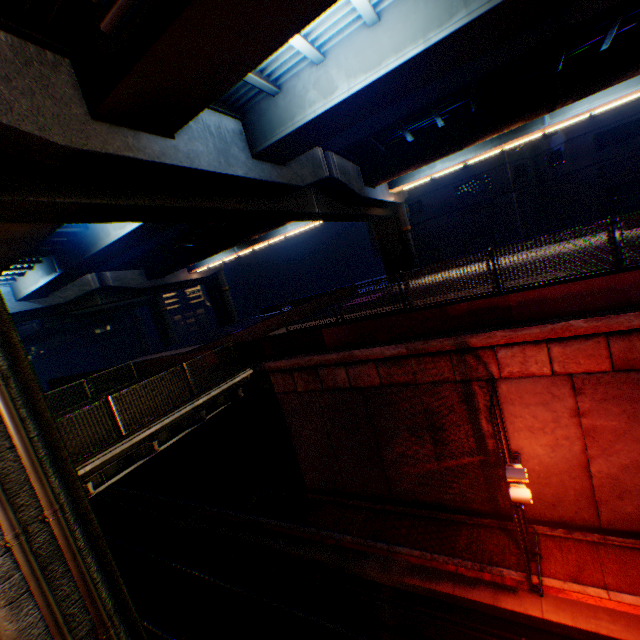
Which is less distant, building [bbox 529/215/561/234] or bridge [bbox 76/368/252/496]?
bridge [bbox 76/368/252/496]

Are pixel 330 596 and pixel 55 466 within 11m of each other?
yes

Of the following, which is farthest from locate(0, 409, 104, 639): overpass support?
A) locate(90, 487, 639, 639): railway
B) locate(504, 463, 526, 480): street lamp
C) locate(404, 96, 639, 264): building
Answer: A: locate(404, 96, 639, 264): building

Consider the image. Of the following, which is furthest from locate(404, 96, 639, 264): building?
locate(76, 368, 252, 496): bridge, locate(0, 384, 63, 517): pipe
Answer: locate(0, 384, 63, 517): pipe

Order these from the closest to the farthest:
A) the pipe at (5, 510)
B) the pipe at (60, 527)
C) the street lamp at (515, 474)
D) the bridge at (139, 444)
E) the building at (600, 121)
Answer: the pipe at (5, 510) < the pipe at (60, 527) < the street lamp at (515, 474) < the bridge at (139, 444) < the building at (600, 121)

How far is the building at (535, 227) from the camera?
34.88m

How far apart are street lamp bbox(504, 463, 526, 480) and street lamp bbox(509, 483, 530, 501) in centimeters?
29cm

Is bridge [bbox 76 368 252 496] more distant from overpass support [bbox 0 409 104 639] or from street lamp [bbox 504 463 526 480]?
street lamp [bbox 504 463 526 480]
